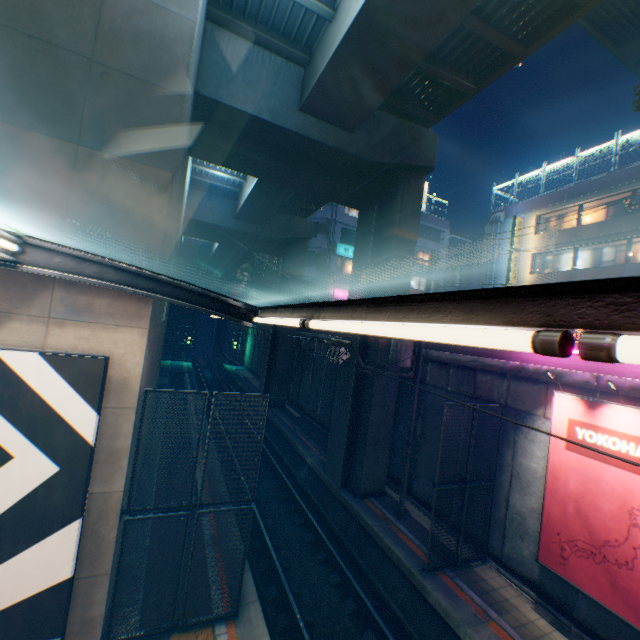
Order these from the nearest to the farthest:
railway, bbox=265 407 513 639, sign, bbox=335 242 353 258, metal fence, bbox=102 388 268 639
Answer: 1. metal fence, bbox=102 388 268 639
2. railway, bbox=265 407 513 639
3. sign, bbox=335 242 353 258

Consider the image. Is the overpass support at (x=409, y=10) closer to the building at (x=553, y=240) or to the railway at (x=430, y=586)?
the railway at (x=430, y=586)

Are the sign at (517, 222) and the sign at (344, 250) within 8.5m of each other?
no

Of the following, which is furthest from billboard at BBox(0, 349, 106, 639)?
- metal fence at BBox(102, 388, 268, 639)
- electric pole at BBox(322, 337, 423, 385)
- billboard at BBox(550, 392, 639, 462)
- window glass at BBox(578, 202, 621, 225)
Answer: window glass at BBox(578, 202, 621, 225)

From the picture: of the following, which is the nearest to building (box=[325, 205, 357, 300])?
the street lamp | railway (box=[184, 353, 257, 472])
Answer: railway (box=[184, 353, 257, 472])

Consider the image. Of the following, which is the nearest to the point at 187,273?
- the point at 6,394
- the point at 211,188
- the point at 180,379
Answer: the point at 180,379

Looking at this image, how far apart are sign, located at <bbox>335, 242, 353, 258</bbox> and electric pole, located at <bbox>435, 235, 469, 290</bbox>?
8.57m

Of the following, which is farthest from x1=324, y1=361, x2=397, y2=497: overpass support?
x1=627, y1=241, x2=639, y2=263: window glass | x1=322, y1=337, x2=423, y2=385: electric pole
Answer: x1=627, y1=241, x2=639, y2=263: window glass
